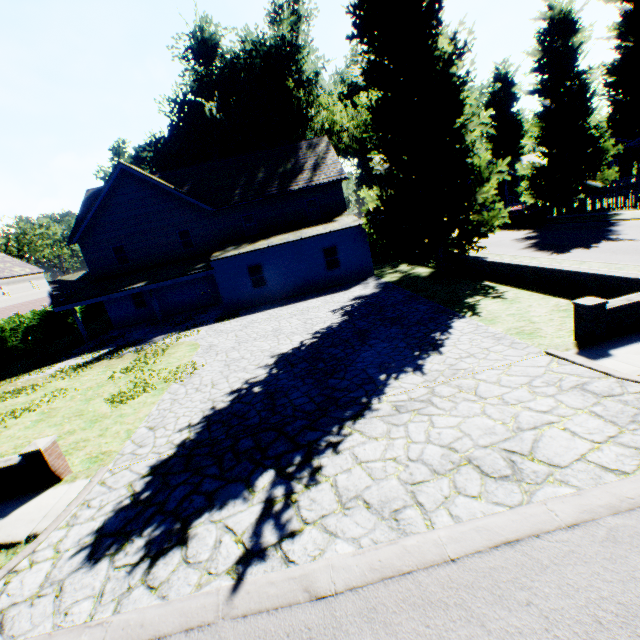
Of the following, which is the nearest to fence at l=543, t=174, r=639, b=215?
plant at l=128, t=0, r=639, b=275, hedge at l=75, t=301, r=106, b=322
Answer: plant at l=128, t=0, r=639, b=275

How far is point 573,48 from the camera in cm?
2436

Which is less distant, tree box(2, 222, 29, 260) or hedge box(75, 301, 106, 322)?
hedge box(75, 301, 106, 322)

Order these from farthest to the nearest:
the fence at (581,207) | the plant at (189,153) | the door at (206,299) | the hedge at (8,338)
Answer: the door at (206,299) < the hedge at (8,338) < the fence at (581,207) < the plant at (189,153)

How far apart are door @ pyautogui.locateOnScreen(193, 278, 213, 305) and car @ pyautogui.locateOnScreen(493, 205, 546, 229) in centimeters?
2562cm

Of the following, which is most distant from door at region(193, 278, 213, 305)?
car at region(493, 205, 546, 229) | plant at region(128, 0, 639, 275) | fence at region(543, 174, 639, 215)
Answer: fence at region(543, 174, 639, 215)

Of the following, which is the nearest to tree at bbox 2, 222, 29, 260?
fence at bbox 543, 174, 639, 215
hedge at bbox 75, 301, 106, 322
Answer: hedge at bbox 75, 301, 106, 322

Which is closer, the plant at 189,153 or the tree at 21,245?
the plant at 189,153
